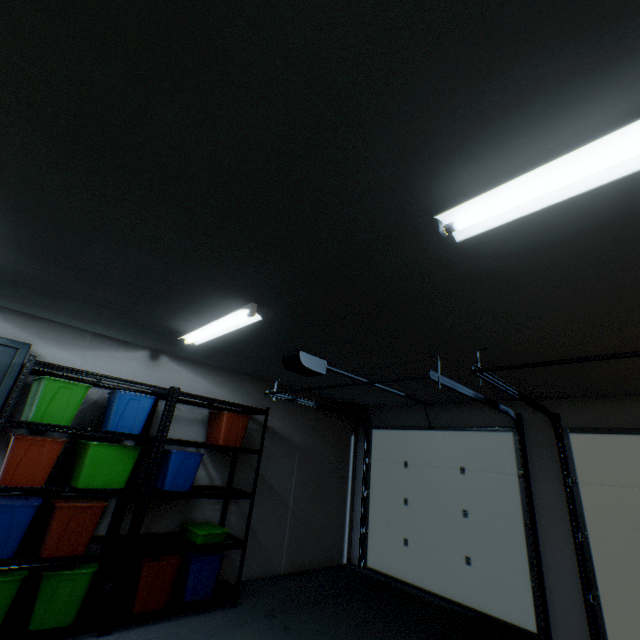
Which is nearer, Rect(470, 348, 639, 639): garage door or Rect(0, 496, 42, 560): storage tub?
Rect(0, 496, 42, 560): storage tub

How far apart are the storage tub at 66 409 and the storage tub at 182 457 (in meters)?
0.89

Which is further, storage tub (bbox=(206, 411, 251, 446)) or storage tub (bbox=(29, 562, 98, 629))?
storage tub (bbox=(206, 411, 251, 446))

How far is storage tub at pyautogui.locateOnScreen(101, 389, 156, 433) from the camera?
3.0m

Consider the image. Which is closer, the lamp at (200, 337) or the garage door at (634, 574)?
the lamp at (200, 337)

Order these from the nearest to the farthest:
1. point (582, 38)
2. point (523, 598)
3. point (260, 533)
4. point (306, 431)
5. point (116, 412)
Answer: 1. point (582, 38)
2. point (116, 412)
3. point (523, 598)
4. point (260, 533)
5. point (306, 431)

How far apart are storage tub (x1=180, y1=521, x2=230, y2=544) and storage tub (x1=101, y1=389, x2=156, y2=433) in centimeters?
118cm

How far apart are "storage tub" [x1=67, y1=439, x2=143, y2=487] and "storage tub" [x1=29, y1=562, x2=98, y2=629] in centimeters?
58cm
